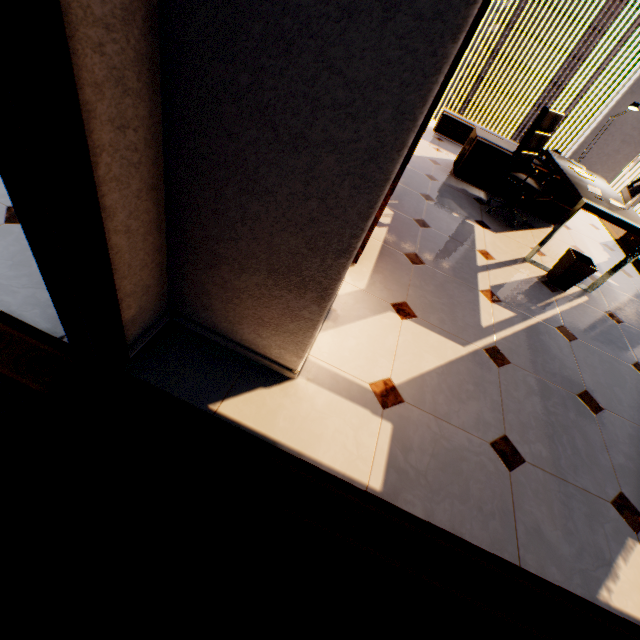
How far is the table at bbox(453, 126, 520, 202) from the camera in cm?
446

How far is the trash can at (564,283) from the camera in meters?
3.2 m

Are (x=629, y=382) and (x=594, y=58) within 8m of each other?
no

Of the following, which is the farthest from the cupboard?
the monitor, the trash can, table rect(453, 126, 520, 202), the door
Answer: the door

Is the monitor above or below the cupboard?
above

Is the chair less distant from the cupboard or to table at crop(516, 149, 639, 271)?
table at crop(516, 149, 639, 271)

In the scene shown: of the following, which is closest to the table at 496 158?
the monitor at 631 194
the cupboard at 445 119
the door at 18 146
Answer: the monitor at 631 194

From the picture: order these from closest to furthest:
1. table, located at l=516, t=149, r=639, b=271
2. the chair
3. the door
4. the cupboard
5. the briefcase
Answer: the door, table, located at l=516, t=149, r=639, b=271, the chair, the briefcase, the cupboard
